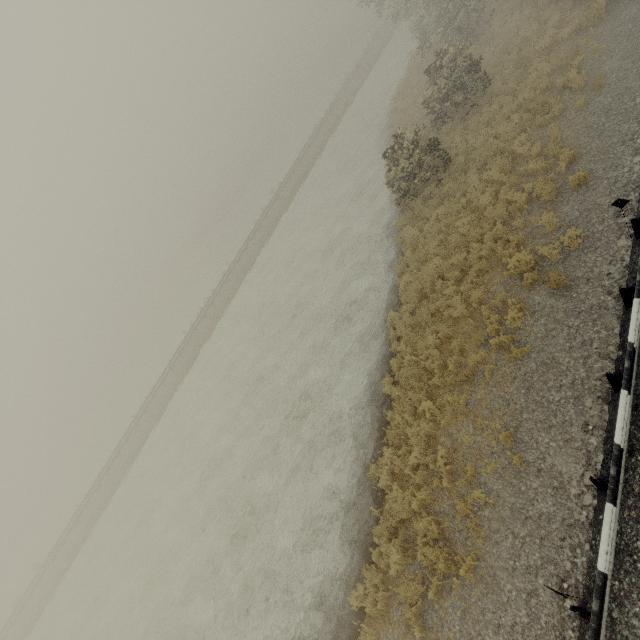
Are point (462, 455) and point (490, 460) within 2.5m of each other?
yes
